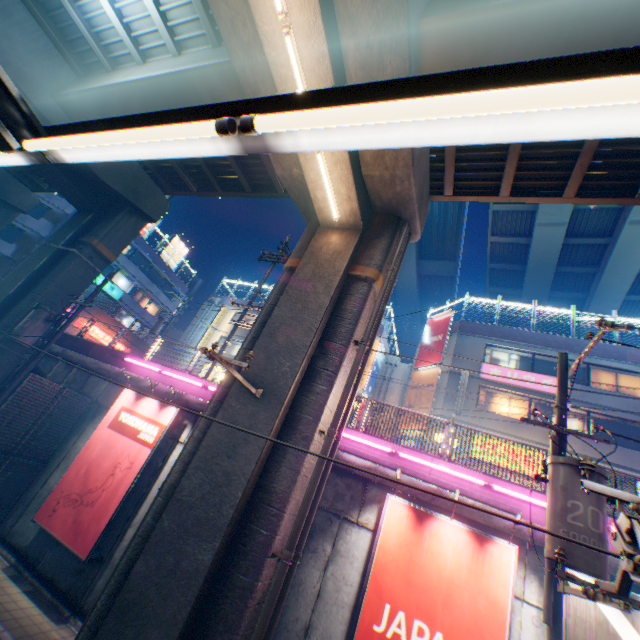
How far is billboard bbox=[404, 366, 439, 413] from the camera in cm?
2055

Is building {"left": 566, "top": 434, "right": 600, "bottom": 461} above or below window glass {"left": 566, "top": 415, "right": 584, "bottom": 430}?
below

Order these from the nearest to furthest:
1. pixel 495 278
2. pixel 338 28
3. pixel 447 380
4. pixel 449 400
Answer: pixel 338 28
pixel 449 400
pixel 447 380
pixel 495 278

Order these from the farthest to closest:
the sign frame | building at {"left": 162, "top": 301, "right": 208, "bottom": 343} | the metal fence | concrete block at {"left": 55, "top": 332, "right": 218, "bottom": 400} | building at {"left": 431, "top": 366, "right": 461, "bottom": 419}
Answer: building at {"left": 162, "top": 301, "right": 208, "bottom": 343}
building at {"left": 431, "top": 366, "right": 461, "bottom": 419}
concrete block at {"left": 55, "top": 332, "right": 218, "bottom": 400}
the metal fence
the sign frame

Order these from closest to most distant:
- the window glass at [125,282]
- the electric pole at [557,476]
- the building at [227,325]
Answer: the electric pole at [557,476], the building at [227,325], the window glass at [125,282]

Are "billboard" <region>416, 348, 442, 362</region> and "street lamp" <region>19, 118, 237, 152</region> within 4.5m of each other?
no

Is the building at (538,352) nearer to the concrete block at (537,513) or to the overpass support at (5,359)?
the concrete block at (537,513)

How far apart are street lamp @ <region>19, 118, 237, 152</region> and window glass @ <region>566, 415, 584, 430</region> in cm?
2134
